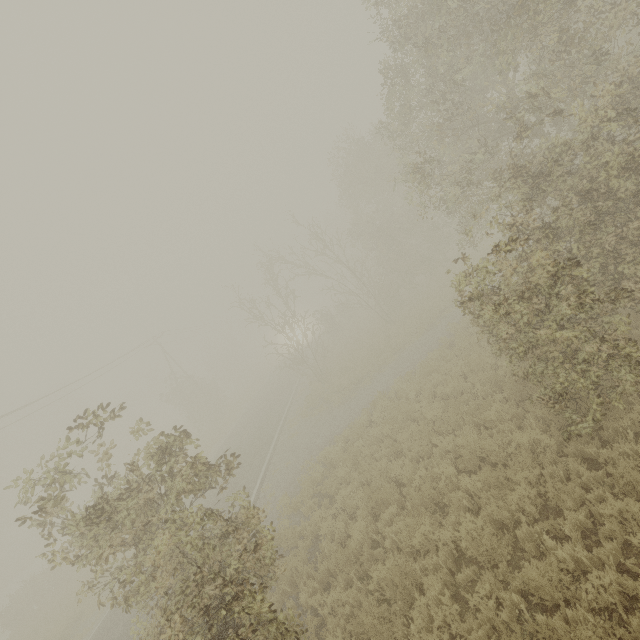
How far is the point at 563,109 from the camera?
6.94m
